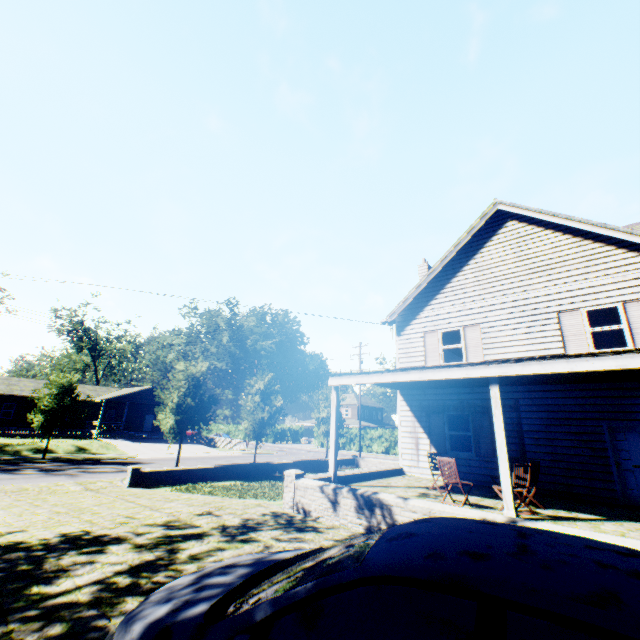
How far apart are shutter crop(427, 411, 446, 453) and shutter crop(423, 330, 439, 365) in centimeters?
190cm

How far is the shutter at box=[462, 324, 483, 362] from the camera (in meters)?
12.90

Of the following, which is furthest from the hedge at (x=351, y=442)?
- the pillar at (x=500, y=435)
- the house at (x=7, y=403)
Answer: the pillar at (x=500, y=435)

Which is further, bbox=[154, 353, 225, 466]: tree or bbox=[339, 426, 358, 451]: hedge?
bbox=[339, 426, 358, 451]: hedge

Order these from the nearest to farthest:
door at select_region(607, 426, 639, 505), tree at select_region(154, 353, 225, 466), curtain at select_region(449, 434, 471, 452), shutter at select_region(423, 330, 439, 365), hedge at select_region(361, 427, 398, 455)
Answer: → door at select_region(607, 426, 639, 505) < curtain at select_region(449, 434, 471, 452) < shutter at select_region(423, 330, 439, 365) < tree at select_region(154, 353, 225, 466) < hedge at select_region(361, 427, 398, 455)

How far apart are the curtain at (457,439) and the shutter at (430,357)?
2.9m

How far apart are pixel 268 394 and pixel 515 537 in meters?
24.3 m

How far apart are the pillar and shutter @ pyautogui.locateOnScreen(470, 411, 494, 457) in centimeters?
478cm
